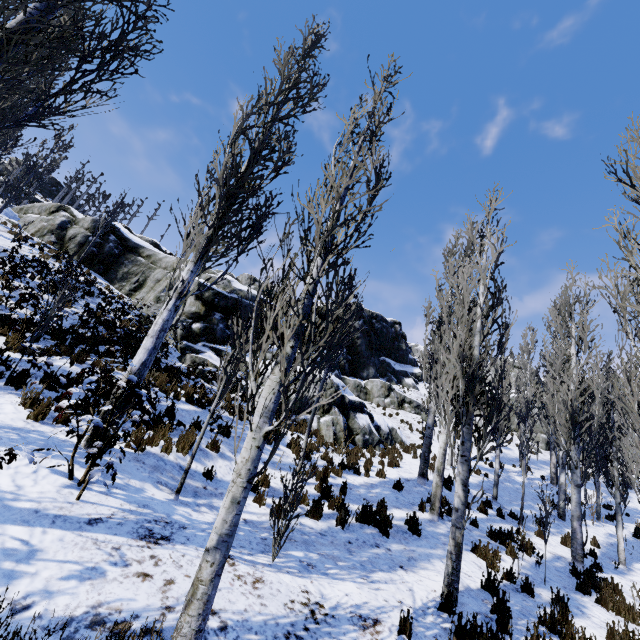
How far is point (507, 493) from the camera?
14.55m

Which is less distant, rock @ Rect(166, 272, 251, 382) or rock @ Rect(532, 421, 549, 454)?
→ rock @ Rect(166, 272, 251, 382)

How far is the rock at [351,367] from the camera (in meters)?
14.92

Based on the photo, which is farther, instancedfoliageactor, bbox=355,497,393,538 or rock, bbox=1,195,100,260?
rock, bbox=1,195,100,260

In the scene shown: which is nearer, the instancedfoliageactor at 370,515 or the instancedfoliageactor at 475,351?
the instancedfoliageactor at 475,351

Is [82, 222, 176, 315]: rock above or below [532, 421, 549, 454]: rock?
below

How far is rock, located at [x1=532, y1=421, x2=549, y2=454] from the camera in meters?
28.3
